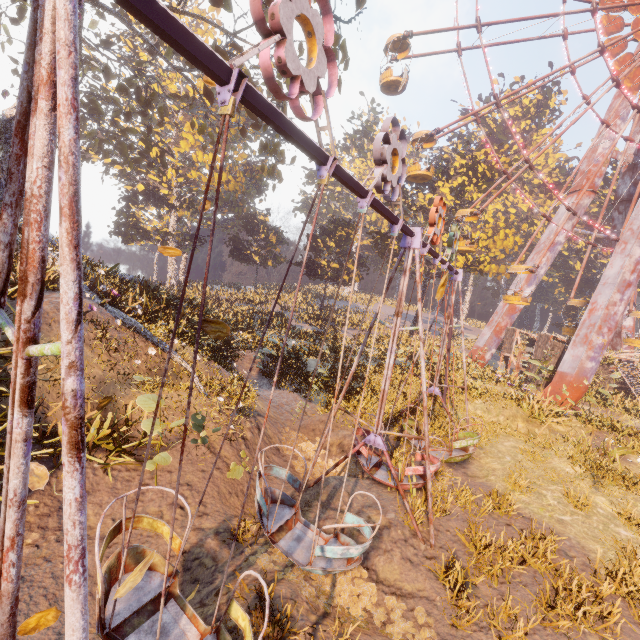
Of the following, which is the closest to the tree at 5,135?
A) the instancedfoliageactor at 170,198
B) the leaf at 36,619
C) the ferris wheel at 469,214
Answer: the instancedfoliageactor at 170,198

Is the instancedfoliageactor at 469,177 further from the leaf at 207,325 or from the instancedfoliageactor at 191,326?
the leaf at 207,325

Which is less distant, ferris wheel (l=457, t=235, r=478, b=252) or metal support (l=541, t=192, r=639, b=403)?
metal support (l=541, t=192, r=639, b=403)

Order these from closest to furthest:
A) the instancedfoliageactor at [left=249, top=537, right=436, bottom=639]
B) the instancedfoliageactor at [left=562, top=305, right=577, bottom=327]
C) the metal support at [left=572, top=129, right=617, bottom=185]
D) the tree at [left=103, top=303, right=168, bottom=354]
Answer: the instancedfoliageactor at [left=249, top=537, right=436, bottom=639], the tree at [left=103, top=303, right=168, bottom=354], the metal support at [left=572, top=129, right=617, bottom=185], the instancedfoliageactor at [left=562, top=305, right=577, bottom=327]

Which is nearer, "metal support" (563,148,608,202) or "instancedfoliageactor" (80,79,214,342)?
"instancedfoliageactor" (80,79,214,342)

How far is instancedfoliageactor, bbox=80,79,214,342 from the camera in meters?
12.0 m

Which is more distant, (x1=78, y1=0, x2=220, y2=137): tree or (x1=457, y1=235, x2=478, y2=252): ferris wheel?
(x1=457, y1=235, x2=478, y2=252): ferris wheel

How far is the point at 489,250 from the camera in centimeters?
3488cm
